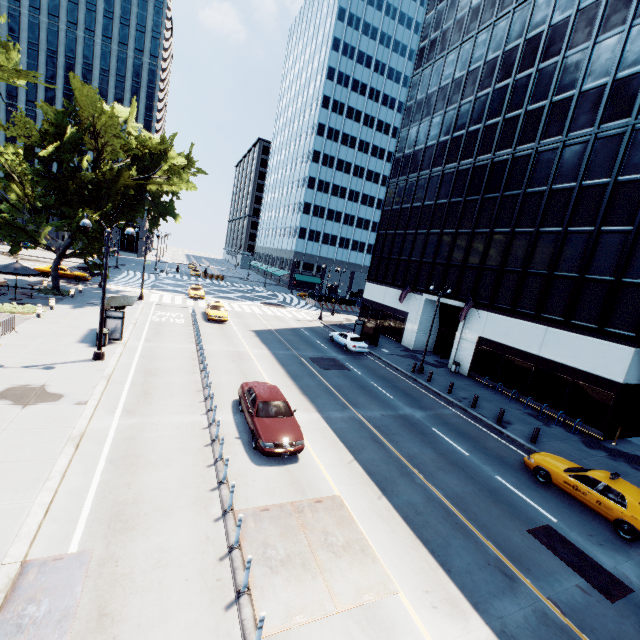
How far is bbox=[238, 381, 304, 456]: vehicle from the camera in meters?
11.8

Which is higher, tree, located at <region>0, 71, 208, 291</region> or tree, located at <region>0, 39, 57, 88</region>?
tree, located at <region>0, 39, 57, 88</region>

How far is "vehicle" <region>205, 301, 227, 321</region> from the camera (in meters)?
30.39

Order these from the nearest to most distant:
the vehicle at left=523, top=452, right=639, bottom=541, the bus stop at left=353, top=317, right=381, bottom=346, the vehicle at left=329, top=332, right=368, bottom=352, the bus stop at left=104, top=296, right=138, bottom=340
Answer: the vehicle at left=523, top=452, right=639, bottom=541, the bus stop at left=104, top=296, right=138, bottom=340, the vehicle at left=329, top=332, right=368, bottom=352, the bus stop at left=353, top=317, right=381, bottom=346

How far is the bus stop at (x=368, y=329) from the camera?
32.8m

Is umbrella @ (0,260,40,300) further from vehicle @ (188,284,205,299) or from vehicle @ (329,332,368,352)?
vehicle @ (329,332,368,352)

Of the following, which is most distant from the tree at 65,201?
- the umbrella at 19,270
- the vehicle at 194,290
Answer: the vehicle at 194,290

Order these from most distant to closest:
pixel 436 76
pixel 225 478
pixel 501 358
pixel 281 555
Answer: pixel 436 76, pixel 501 358, pixel 225 478, pixel 281 555
